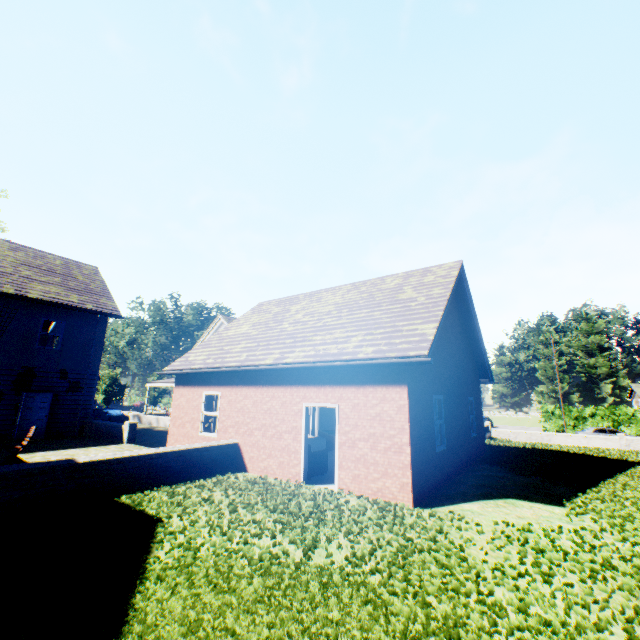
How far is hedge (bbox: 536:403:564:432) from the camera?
39.75m

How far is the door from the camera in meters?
15.6 m

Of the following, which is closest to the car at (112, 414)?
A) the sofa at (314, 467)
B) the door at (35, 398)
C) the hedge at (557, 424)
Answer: the door at (35, 398)

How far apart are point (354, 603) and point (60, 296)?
21.1 meters

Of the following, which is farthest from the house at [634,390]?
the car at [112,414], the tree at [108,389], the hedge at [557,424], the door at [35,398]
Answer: the door at [35,398]

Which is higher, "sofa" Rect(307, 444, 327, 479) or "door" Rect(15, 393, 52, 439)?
"door" Rect(15, 393, 52, 439)

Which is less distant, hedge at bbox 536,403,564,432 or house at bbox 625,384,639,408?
hedge at bbox 536,403,564,432

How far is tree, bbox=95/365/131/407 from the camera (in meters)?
42.19
